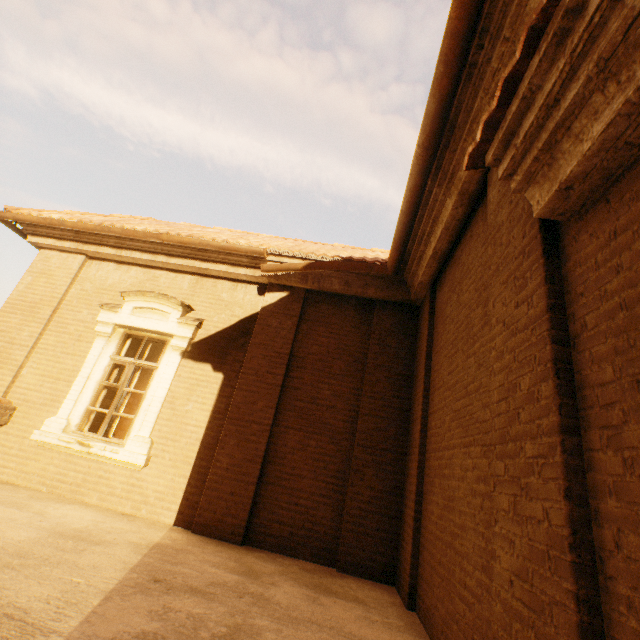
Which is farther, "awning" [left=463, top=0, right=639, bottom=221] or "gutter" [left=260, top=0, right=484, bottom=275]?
"gutter" [left=260, top=0, right=484, bottom=275]

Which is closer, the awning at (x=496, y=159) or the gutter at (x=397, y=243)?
the awning at (x=496, y=159)

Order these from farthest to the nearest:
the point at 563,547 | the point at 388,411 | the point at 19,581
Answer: the point at 388,411, the point at 19,581, the point at 563,547

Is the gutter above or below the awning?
above

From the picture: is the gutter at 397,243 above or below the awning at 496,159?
above
